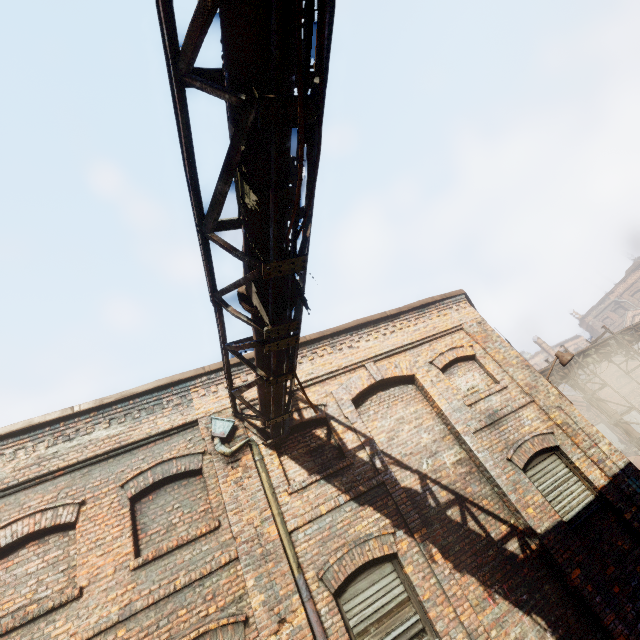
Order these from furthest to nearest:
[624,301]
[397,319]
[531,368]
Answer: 1. [624,301]
2. [397,319]
3. [531,368]

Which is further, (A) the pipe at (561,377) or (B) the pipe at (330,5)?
(A) the pipe at (561,377)

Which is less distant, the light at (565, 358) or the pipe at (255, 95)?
the pipe at (255, 95)

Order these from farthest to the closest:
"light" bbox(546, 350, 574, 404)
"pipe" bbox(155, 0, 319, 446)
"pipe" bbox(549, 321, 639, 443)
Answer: "pipe" bbox(549, 321, 639, 443) < "light" bbox(546, 350, 574, 404) < "pipe" bbox(155, 0, 319, 446)

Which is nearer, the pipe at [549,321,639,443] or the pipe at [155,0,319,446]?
the pipe at [155,0,319,446]

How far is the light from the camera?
8.7 meters

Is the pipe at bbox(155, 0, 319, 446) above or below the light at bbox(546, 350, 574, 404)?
above

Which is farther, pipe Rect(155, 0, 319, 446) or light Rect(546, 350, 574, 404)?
light Rect(546, 350, 574, 404)
